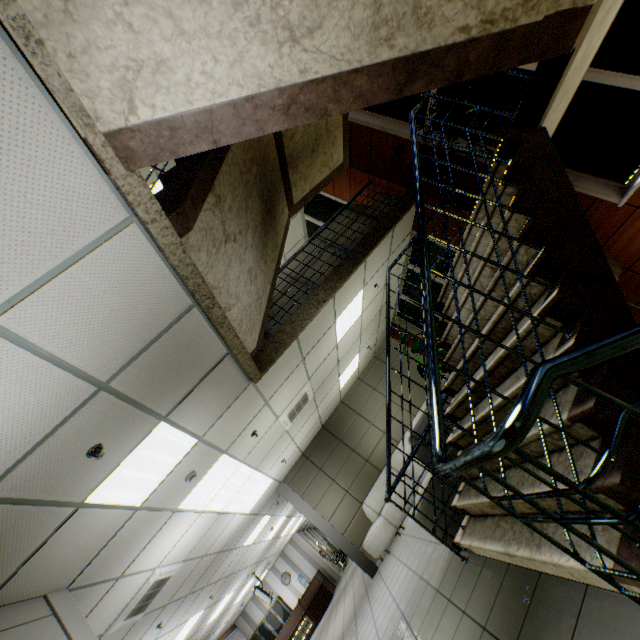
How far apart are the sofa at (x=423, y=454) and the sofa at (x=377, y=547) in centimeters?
399cm

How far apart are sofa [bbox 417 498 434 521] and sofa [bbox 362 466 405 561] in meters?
4.0

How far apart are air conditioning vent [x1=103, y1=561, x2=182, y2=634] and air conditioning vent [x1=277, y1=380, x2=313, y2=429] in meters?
3.0

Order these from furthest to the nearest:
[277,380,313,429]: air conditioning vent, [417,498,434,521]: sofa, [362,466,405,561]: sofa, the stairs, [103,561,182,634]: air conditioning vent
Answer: [362,466,405,561]: sofa
[277,380,313,429]: air conditioning vent
[103,561,182,634]: air conditioning vent
[417,498,434,521]: sofa
the stairs

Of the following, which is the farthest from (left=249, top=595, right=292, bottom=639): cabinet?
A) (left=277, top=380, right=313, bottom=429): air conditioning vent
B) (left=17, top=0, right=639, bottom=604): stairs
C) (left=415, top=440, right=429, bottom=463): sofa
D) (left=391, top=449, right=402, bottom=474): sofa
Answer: (left=17, top=0, right=639, bottom=604): stairs

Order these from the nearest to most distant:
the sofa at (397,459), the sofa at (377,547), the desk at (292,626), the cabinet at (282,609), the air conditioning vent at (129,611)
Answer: the air conditioning vent at (129,611) < the sofa at (377,547) < the sofa at (397,459) < the desk at (292,626) < the cabinet at (282,609)

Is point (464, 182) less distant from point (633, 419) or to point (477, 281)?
point (477, 281)

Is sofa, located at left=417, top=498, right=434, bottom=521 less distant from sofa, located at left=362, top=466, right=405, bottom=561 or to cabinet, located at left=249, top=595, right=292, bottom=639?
sofa, located at left=362, top=466, right=405, bottom=561
